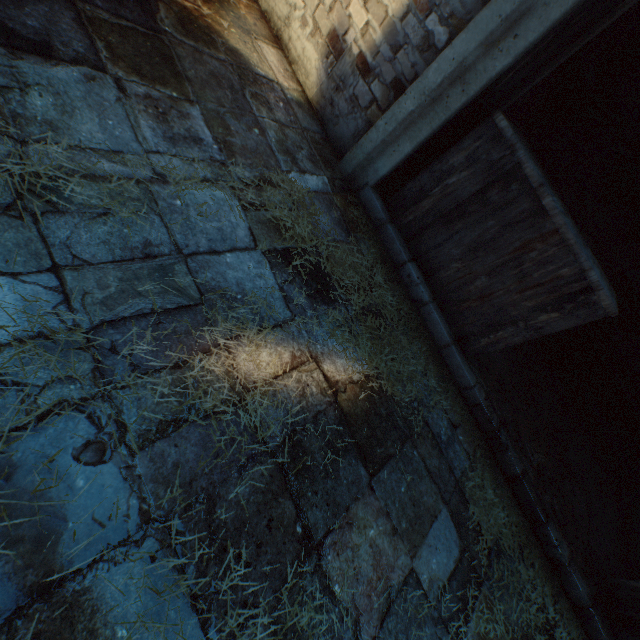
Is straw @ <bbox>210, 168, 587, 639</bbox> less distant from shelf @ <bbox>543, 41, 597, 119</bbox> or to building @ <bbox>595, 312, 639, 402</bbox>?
building @ <bbox>595, 312, 639, 402</bbox>

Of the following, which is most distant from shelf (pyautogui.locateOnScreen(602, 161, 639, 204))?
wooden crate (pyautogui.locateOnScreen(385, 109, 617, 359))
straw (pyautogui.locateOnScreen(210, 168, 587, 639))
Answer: straw (pyautogui.locateOnScreen(210, 168, 587, 639))

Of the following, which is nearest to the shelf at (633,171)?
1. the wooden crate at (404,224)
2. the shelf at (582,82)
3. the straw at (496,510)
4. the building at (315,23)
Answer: the building at (315,23)

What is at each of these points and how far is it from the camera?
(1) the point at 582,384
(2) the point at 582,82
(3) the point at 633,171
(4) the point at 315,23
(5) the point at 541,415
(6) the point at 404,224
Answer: (1) shelf, 4.0 meters
(2) shelf, 2.7 meters
(3) shelf, 3.2 meters
(4) building, 2.7 meters
(5) building, 3.3 meters
(6) wooden crate, 2.7 meters

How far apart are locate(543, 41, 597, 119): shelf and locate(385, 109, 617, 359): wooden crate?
0.48m

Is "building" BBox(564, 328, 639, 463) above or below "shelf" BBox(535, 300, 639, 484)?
above

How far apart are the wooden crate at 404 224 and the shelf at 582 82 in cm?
48

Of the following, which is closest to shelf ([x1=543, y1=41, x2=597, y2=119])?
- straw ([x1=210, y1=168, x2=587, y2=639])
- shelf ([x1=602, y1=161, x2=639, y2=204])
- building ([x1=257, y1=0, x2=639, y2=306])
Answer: building ([x1=257, y1=0, x2=639, y2=306])
